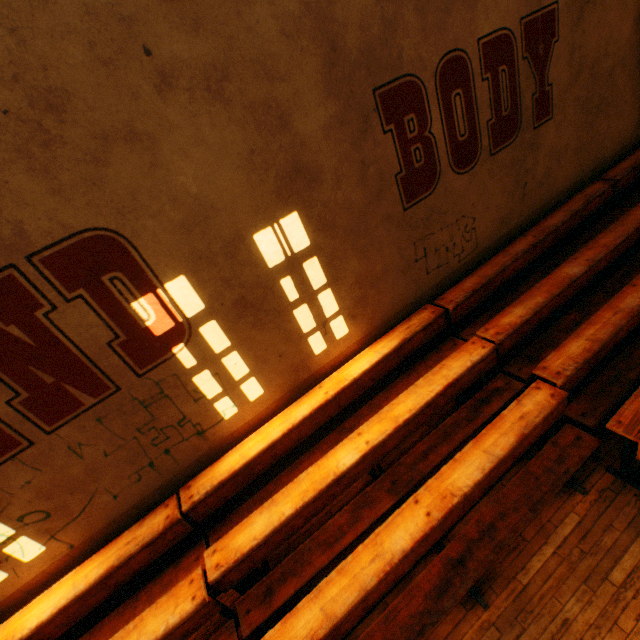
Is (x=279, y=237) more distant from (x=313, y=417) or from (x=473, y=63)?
(x=473, y=63)
